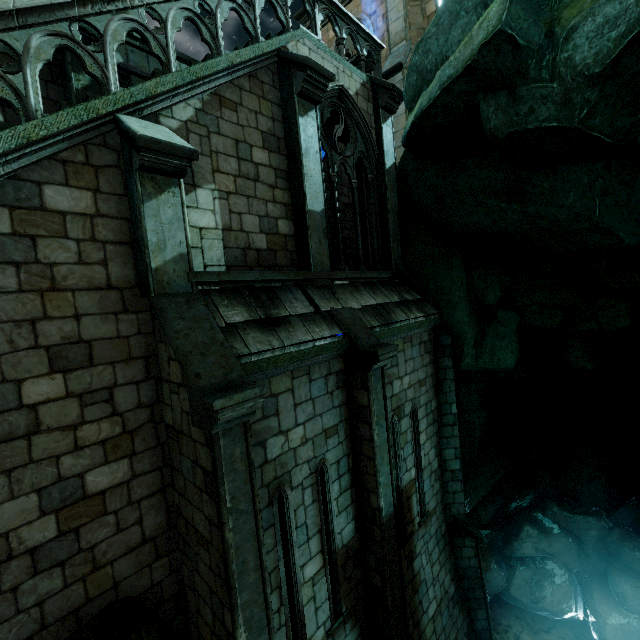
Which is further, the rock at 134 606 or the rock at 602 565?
the rock at 602 565

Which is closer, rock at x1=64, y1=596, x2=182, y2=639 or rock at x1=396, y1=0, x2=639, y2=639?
rock at x1=64, y1=596, x2=182, y2=639

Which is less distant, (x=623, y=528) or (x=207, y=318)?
(x=207, y=318)
